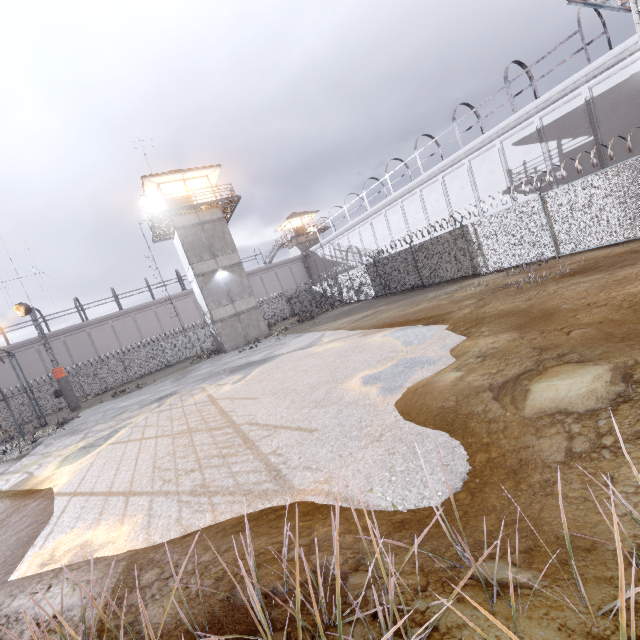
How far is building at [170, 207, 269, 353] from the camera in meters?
26.0

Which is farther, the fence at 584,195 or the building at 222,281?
the building at 222,281

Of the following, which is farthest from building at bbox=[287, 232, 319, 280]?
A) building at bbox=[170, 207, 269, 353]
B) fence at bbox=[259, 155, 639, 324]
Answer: building at bbox=[170, 207, 269, 353]

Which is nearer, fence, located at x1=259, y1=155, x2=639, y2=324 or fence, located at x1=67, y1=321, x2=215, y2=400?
fence, located at x1=259, y1=155, x2=639, y2=324

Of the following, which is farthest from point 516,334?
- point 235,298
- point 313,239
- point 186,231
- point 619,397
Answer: point 313,239

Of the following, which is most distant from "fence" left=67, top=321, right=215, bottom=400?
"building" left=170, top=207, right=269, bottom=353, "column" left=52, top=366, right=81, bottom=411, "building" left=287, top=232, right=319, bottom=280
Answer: "building" left=287, top=232, right=319, bottom=280

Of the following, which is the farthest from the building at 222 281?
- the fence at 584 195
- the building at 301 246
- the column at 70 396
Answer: the building at 301 246

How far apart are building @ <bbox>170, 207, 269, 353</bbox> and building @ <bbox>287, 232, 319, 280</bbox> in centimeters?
2362cm
